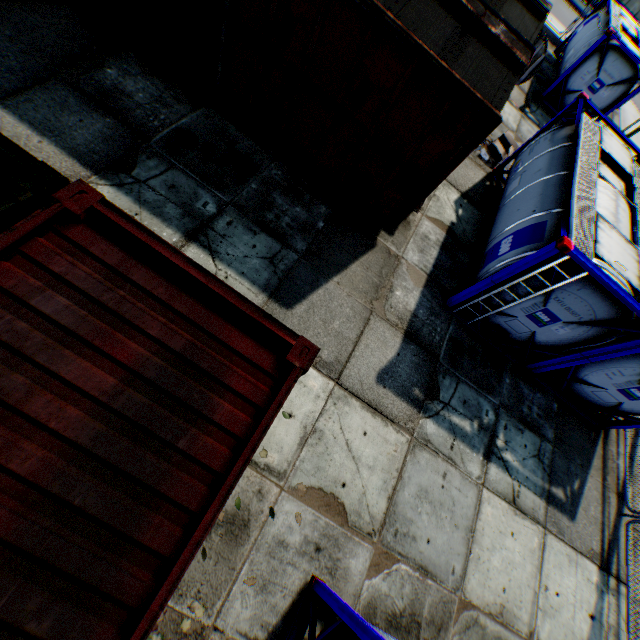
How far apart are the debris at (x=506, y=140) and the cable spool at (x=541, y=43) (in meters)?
5.05

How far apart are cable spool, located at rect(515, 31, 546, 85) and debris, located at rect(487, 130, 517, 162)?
5.05m

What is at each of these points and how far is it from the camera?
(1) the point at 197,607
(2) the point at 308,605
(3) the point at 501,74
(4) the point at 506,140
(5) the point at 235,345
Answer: (1) leaf decal, 4.4 meters
(2) tank container, 4.8 meters
(3) train, 5.6 meters
(4) debris, 11.8 meters
(5) storage container, 2.9 meters

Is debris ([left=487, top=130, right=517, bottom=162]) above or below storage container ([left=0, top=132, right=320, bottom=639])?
below

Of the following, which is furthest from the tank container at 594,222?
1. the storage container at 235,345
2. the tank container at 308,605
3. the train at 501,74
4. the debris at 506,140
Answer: the tank container at 308,605

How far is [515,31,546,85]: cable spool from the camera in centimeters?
1339cm

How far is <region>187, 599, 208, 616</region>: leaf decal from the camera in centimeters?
438cm

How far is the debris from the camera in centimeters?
1155cm
